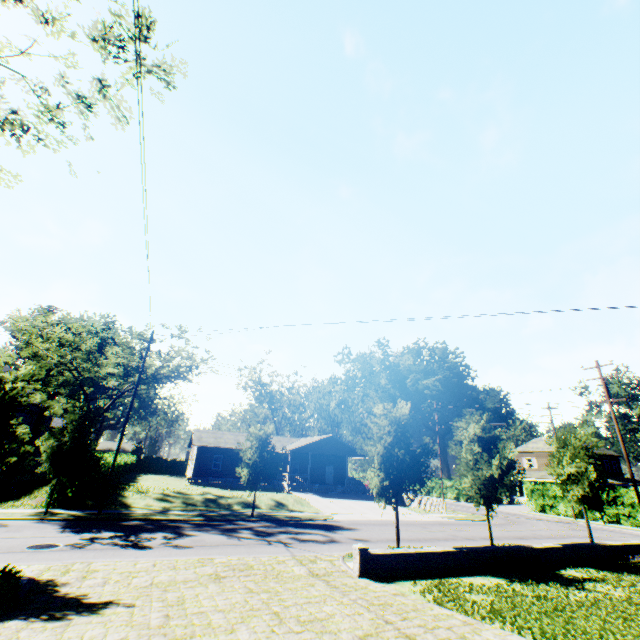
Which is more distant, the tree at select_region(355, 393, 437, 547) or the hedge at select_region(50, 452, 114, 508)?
the hedge at select_region(50, 452, 114, 508)

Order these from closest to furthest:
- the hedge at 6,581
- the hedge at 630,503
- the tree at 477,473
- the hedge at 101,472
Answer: the hedge at 6,581 < the tree at 477,473 < the hedge at 101,472 < the hedge at 630,503

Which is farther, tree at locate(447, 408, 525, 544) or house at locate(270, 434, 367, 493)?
house at locate(270, 434, 367, 493)

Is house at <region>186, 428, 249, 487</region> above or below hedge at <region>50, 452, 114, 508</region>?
above

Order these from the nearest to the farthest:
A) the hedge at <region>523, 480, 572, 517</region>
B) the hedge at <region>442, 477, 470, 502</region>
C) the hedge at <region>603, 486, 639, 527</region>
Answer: the hedge at <region>603, 486, 639, 527</region>, the hedge at <region>523, 480, 572, 517</region>, the hedge at <region>442, 477, 470, 502</region>

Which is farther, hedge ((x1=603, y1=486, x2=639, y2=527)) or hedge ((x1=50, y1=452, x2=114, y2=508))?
hedge ((x1=603, y1=486, x2=639, y2=527))

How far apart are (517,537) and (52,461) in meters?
29.7

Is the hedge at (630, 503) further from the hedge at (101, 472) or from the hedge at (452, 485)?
the hedge at (101, 472)
